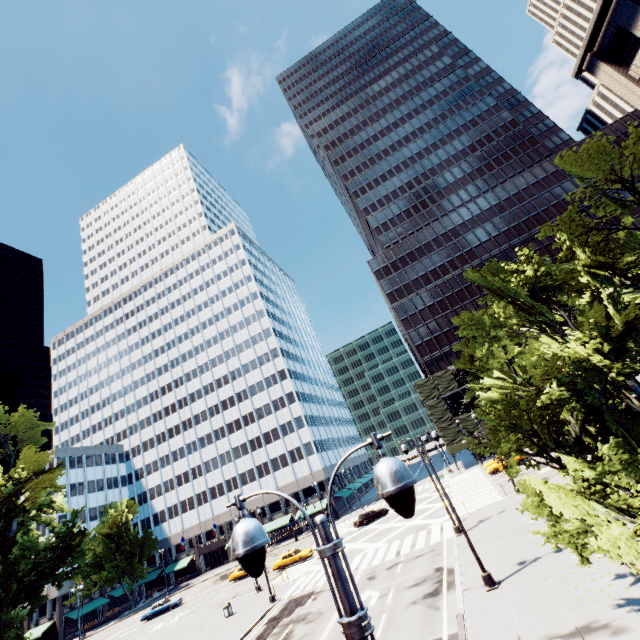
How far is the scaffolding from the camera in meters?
53.2

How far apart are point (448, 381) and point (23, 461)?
55.2 meters

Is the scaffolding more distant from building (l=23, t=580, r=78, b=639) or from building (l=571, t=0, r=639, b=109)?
building (l=571, t=0, r=639, b=109)

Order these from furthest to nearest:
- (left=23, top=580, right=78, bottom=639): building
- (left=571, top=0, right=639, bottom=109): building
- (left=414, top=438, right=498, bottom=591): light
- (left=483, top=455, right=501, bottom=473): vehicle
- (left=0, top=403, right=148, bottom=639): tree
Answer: (left=23, top=580, right=78, bottom=639): building, (left=483, top=455, right=501, bottom=473): vehicle, (left=571, top=0, right=639, bottom=109): building, (left=0, top=403, right=148, bottom=639): tree, (left=414, top=438, right=498, bottom=591): light

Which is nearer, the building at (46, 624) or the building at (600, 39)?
the building at (600, 39)

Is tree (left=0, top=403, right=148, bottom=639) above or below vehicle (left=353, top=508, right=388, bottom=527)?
above

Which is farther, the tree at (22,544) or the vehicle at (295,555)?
the vehicle at (295,555)

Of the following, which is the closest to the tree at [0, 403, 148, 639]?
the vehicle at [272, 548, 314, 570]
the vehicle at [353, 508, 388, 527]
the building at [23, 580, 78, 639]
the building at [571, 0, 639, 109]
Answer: the building at [23, 580, 78, 639]
